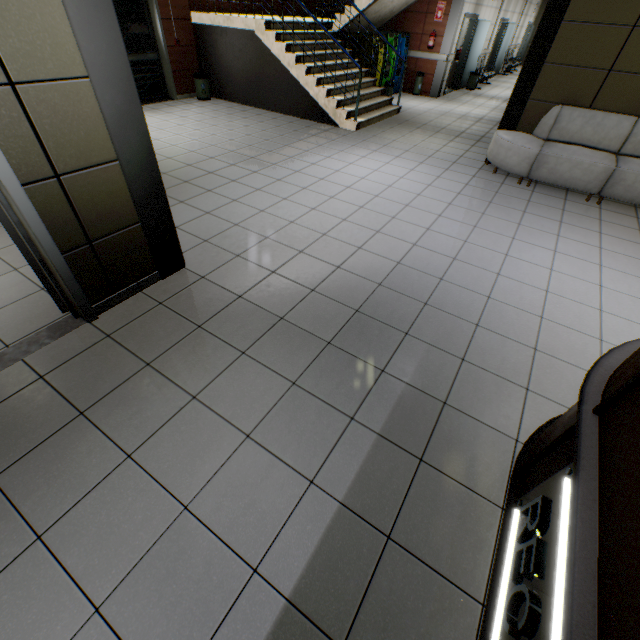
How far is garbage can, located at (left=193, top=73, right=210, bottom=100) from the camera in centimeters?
845cm

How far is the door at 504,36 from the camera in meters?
15.2 m

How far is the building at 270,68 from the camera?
7.8m

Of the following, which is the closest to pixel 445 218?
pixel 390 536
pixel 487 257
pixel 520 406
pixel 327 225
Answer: pixel 487 257

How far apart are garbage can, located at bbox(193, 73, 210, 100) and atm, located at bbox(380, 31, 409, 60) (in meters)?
5.83

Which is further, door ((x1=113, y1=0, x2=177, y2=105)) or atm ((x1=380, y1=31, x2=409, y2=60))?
atm ((x1=380, y1=31, x2=409, y2=60))

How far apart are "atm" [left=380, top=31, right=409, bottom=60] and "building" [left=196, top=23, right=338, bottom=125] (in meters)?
4.88

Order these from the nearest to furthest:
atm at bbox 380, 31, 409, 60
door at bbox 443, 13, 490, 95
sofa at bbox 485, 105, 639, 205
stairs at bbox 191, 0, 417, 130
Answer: sofa at bbox 485, 105, 639, 205
stairs at bbox 191, 0, 417, 130
atm at bbox 380, 31, 409, 60
door at bbox 443, 13, 490, 95
